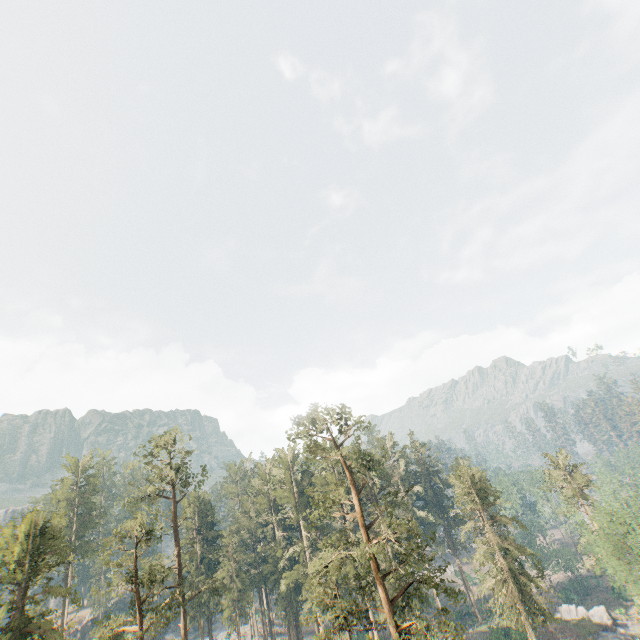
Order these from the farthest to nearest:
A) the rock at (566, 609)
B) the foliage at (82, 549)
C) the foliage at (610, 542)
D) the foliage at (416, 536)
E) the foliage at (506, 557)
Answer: the rock at (566, 609)
the foliage at (506, 557)
the foliage at (610, 542)
the foliage at (82, 549)
the foliage at (416, 536)

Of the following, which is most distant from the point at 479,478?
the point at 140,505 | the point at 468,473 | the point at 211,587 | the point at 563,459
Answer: the point at 140,505

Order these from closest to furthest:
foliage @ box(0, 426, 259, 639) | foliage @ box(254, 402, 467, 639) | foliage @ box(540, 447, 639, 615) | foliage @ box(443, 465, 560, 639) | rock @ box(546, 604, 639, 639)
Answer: foliage @ box(254, 402, 467, 639) → foliage @ box(0, 426, 259, 639) → foliage @ box(540, 447, 639, 615) → foliage @ box(443, 465, 560, 639) → rock @ box(546, 604, 639, 639)

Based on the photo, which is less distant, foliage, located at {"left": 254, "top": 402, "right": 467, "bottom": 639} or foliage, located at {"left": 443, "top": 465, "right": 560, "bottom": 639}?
foliage, located at {"left": 254, "top": 402, "right": 467, "bottom": 639}

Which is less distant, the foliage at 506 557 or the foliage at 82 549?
the foliage at 82 549

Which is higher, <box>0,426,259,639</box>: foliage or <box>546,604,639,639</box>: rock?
<box>0,426,259,639</box>: foliage

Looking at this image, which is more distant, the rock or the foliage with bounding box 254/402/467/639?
the rock
